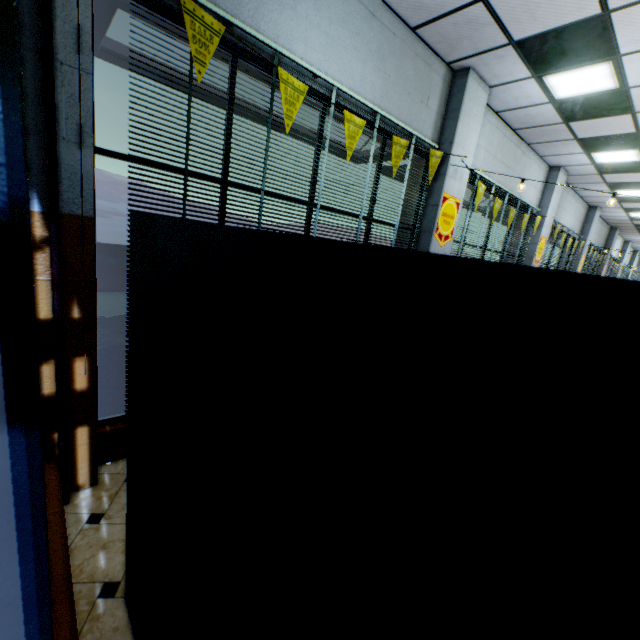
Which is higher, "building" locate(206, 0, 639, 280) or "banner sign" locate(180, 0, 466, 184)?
"building" locate(206, 0, 639, 280)

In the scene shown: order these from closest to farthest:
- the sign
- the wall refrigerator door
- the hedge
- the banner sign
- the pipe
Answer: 1. the wall refrigerator door
2. the pipe
3. the banner sign
4. the hedge
5. the sign

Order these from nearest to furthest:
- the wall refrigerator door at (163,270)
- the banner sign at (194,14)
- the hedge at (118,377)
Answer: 1. the wall refrigerator door at (163,270)
2. the banner sign at (194,14)
3. the hedge at (118,377)

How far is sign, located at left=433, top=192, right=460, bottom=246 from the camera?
5.1 meters

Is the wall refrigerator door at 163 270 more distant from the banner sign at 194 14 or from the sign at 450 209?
the sign at 450 209

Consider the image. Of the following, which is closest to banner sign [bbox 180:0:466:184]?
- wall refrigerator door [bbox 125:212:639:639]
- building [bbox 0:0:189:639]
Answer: building [bbox 0:0:189:639]

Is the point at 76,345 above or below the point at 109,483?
above

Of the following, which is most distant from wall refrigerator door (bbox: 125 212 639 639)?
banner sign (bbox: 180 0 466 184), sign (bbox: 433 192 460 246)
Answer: sign (bbox: 433 192 460 246)
